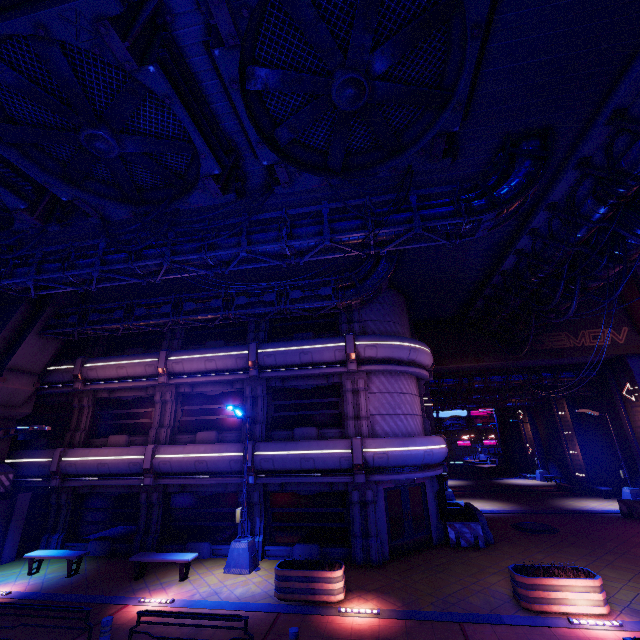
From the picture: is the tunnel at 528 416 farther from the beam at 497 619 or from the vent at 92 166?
the vent at 92 166

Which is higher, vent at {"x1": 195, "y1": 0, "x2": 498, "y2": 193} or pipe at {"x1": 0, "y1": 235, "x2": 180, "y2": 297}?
vent at {"x1": 195, "y1": 0, "x2": 498, "y2": 193}

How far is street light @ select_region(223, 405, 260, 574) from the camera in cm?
1228

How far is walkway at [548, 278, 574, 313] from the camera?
14.2m

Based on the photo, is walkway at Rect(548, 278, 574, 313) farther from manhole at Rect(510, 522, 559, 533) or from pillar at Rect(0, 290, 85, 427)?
pillar at Rect(0, 290, 85, 427)

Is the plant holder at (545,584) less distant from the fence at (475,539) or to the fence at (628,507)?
the fence at (475,539)

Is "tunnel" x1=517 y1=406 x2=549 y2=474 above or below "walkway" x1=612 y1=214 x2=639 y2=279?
below

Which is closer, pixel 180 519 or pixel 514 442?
pixel 180 519
